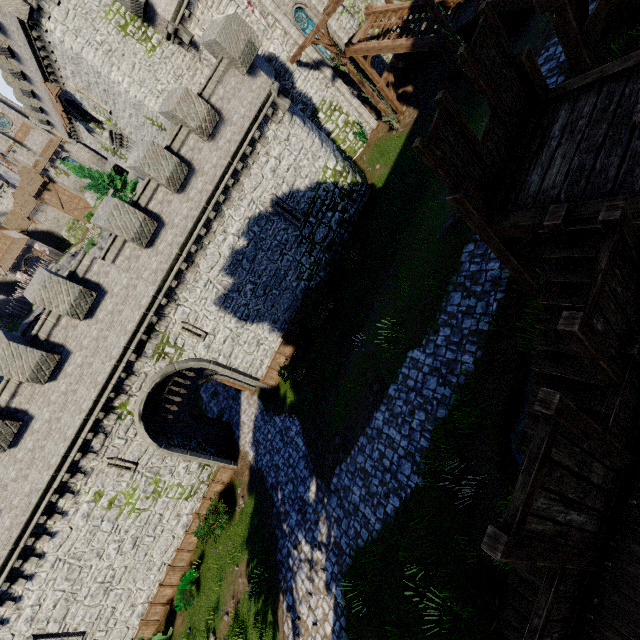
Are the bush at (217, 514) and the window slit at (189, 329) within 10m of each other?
yes

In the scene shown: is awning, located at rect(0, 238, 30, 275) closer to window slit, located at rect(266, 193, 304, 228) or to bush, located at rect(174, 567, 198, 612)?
window slit, located at rect(266, 193, 304, 228)

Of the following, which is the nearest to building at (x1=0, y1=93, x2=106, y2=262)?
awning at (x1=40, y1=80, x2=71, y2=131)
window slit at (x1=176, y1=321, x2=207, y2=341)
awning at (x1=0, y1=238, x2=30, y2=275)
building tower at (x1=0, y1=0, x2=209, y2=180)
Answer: awning at (x1=0, y1=238, x2=30, y2=275)

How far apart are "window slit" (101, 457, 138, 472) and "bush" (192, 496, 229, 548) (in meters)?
4.06

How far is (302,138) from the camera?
18.6 meters

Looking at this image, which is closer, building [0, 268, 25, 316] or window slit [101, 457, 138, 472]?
window slit [101, 457, 138, 472]

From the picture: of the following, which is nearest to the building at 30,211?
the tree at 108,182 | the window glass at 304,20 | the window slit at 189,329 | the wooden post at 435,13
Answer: the tree at 108,182

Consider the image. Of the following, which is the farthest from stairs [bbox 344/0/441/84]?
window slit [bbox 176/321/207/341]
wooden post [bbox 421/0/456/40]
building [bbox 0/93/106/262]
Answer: building [bbox 0/93/106/262]
